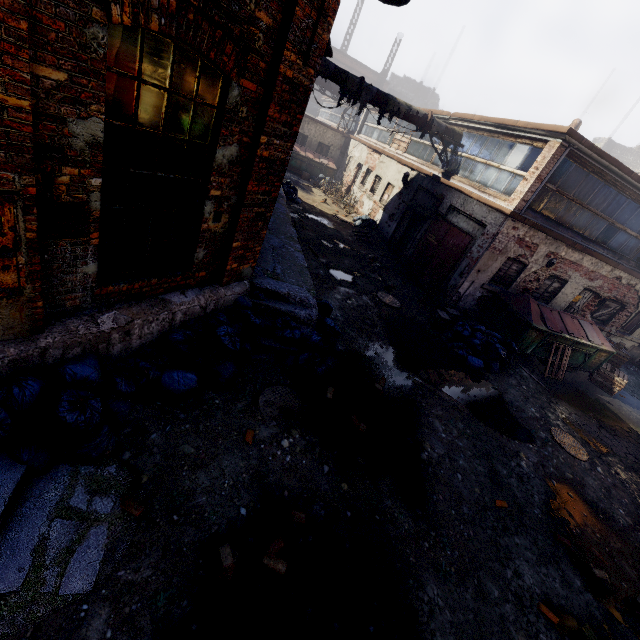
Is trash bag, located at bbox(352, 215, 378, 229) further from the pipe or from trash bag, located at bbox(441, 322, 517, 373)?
trash bag, located at bbox(441, 322, 517, 373)

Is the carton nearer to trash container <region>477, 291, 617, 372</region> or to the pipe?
trash container <region>477, 291, 617, 372</region>

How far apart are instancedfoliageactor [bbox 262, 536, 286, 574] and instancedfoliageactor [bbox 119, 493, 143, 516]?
1.4m

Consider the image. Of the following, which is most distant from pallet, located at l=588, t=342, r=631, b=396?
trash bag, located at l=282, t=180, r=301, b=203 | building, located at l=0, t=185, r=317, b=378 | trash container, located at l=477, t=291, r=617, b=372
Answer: trash bag, located at l=282, t=180, r=301, b=203

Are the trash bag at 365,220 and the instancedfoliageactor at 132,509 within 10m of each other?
no

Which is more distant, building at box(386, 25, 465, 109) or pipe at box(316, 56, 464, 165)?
building at box(386, 25, 465, 109)

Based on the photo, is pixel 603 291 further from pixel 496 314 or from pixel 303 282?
pixel 303 282

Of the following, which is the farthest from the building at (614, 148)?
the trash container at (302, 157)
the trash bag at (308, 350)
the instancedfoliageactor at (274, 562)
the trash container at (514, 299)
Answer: the instancedfoliageactor at (274, 562)
